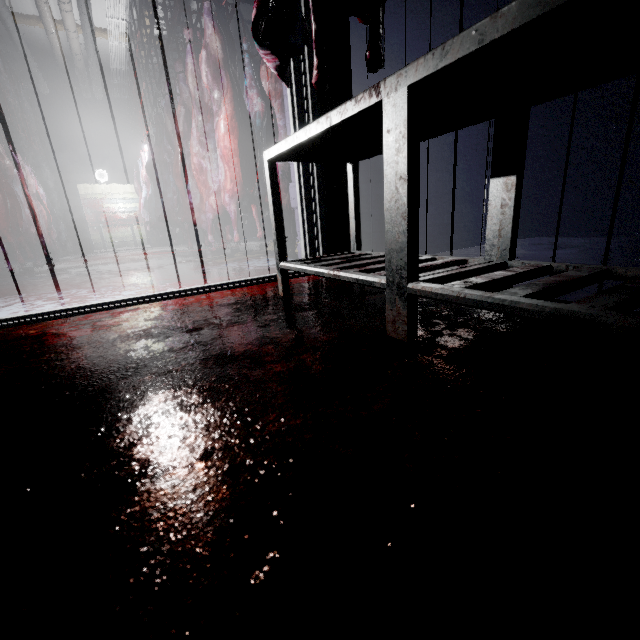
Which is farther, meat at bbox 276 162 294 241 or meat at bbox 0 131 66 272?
meat at bbox 0 131 66 272

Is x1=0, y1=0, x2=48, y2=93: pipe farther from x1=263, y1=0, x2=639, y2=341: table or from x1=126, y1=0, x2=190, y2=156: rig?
x1=263, y1=0, x2=639, y2=341: table

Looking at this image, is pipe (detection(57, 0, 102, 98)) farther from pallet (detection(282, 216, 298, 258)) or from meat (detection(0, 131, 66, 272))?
pallet (detection(282, 216, 298, 258))

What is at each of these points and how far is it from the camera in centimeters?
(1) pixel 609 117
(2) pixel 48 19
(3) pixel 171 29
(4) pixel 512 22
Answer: (1) pipe, 311cm
(2) pipe, 555cm
(3) rig, 332cm
(4) table, 62cm

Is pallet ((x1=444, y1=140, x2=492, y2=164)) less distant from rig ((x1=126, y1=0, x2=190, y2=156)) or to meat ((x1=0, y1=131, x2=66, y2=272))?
rig ((x1=126, y1=0, x2=190, y2=156))

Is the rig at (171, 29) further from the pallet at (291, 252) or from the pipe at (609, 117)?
the pipe at (609, 117)

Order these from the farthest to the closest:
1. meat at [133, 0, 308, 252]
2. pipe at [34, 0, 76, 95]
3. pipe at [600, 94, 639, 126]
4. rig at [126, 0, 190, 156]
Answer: pipe at [34, 0, 76, 95]
rig at [126, 0, 190, 156]
pipe at [600, 94, 639, 126]
meat at [133, 0, 308, 252]

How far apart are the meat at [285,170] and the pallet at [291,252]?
0.0 meters
